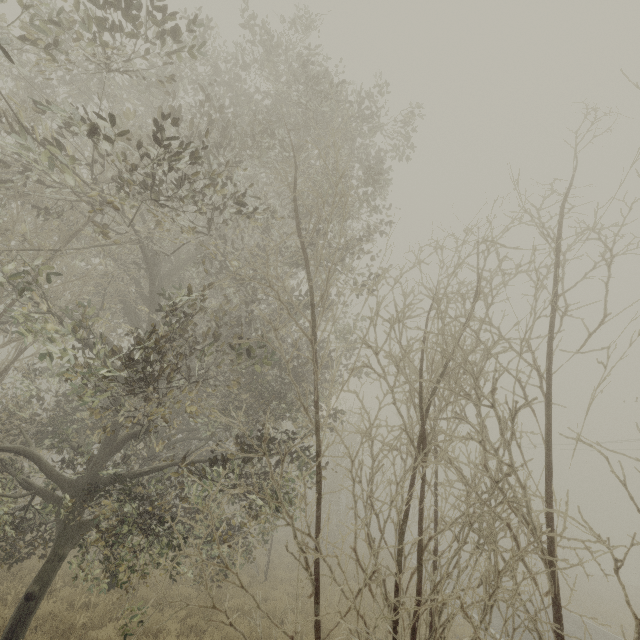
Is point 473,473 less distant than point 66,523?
Yes
